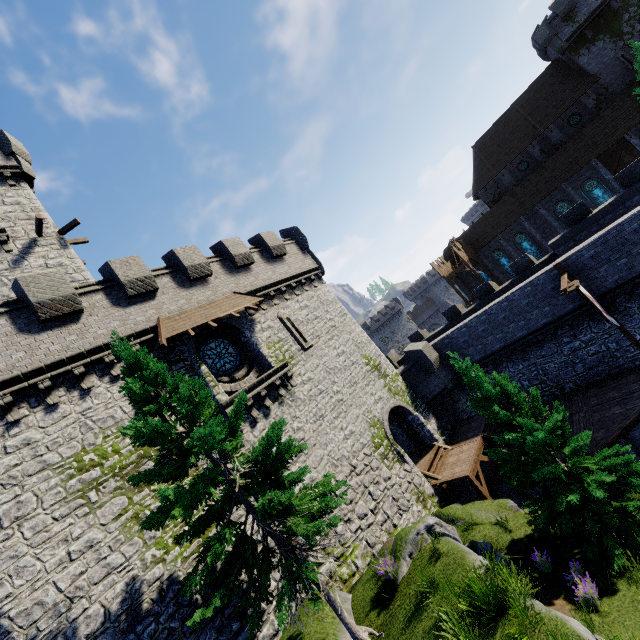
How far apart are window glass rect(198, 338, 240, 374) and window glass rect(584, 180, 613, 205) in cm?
4033

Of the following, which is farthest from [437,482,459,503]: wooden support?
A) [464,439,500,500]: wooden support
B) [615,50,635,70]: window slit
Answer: [615,50,635,70]: window slit

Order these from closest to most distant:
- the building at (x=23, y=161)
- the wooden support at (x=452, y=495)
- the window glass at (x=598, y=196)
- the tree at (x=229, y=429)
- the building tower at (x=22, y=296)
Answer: the tree at (x=229, y=429) < the building tower at (x=22, y=296) < the wooden support at (x=452, y=495) < the building at (x=23, y=161) < the window glass at (x=598, y=196)

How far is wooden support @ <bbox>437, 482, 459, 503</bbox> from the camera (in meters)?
16.72

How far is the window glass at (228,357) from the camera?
15.4m

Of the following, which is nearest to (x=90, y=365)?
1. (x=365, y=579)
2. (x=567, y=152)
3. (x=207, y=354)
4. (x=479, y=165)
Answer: (x=207, y=354)

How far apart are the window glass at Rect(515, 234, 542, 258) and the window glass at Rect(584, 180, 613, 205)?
6.5m

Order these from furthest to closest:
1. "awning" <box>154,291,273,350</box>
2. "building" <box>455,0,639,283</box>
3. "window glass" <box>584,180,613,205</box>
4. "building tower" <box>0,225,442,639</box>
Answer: "window glass" <box>584,180,613,205</box> → "building" <box>455,0,639,283</box> → "awning" <box>154,291,273,350</box> → "building tower" <box>0,225,442,639</box>
